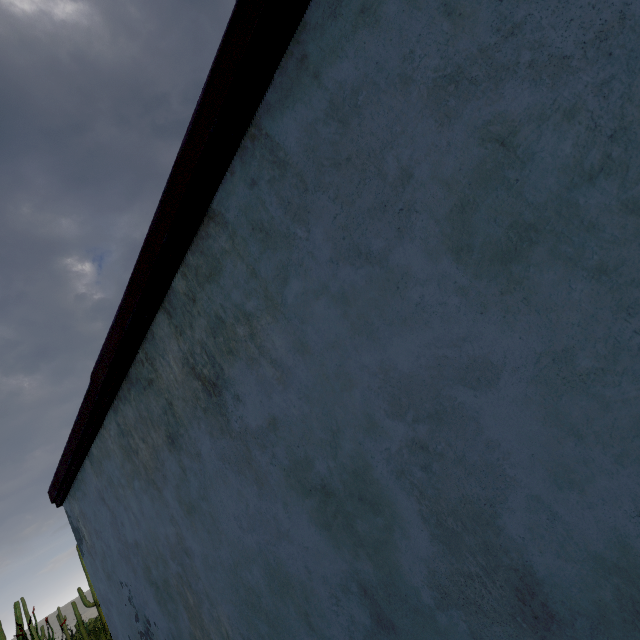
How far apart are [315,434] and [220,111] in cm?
148
